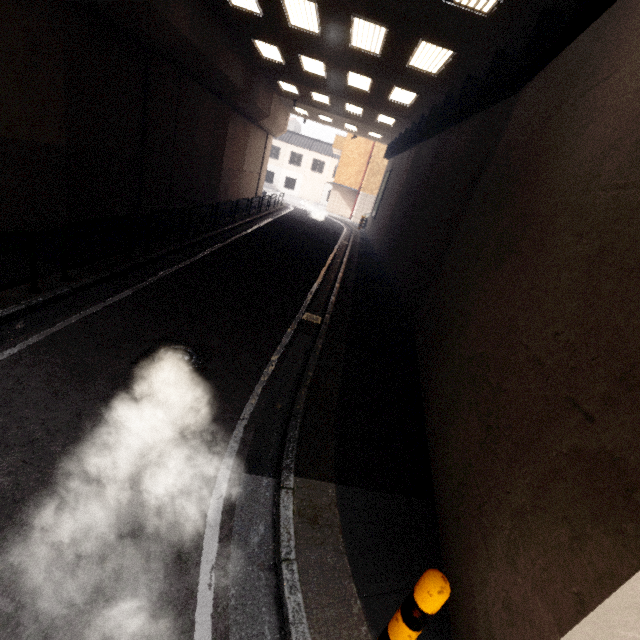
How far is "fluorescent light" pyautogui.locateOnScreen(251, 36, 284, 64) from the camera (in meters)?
12.09

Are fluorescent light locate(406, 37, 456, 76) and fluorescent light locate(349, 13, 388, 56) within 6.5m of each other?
yes

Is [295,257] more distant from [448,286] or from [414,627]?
[414,627]

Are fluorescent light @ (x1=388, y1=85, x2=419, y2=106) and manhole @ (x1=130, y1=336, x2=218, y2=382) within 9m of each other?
no

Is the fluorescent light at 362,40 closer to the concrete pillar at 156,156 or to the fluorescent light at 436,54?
the fluorescent light at 436,54

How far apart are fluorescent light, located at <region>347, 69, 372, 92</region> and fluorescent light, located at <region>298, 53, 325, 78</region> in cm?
101

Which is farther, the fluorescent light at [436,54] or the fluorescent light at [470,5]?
the fluorescent light at [436,54]

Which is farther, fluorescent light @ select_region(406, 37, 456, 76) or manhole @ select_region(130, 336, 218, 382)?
fluorescent light @ select_region(406, 37, 456, 76)
